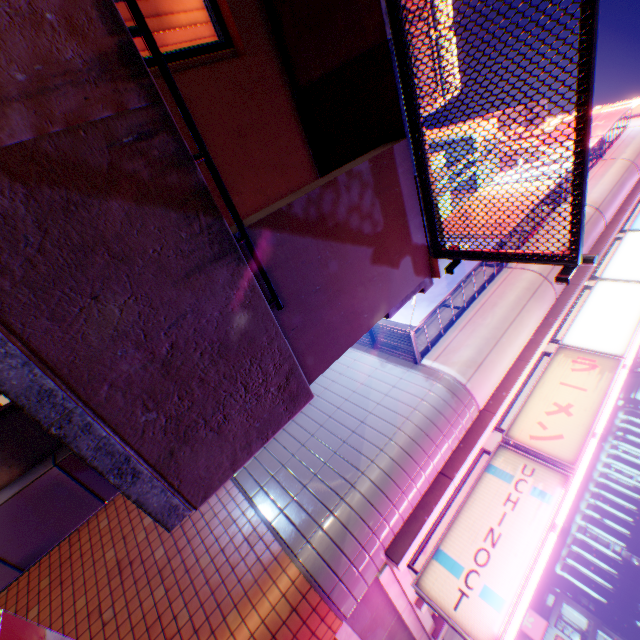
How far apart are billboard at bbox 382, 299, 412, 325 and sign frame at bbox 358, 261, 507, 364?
0.0m

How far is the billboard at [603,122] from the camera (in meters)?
13.19

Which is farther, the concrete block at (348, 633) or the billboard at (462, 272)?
the billboard at (462, 272)

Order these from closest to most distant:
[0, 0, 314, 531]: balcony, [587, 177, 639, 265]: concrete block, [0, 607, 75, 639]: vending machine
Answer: [0, 0, 314, 531]: balcony, [0, 607, 75, 639]: vending machine, [587, 177, 639, 265]: concrete block

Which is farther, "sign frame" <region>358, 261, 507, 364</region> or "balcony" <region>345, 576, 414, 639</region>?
"sign frame" <region>358, 261, 507, 364</region>

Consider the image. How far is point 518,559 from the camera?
5.4 meters

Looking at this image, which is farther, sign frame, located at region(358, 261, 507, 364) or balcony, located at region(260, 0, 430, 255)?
sign frame, located at region(358, 261, 507, 364)

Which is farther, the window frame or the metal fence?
the window frame
